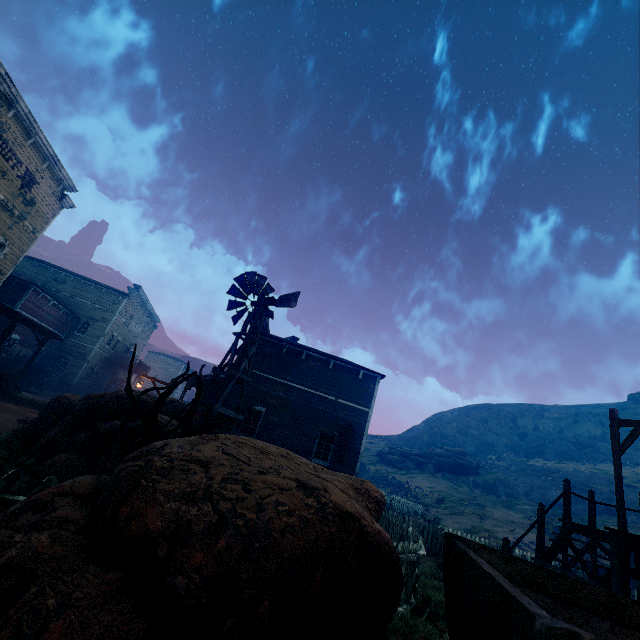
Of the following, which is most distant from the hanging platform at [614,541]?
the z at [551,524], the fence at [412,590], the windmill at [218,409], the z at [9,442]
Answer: the z at [551,524]

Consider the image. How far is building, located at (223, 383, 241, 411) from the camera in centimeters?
1680cm

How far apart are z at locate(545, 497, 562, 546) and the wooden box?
44.1 meters

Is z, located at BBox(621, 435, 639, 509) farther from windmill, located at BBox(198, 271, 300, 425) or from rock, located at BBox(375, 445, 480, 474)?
rock, located at BBox(375, 445, 480, 474)

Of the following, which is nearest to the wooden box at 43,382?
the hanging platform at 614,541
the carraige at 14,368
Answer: the carraige at 14,368

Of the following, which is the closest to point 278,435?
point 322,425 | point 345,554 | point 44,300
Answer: point 322,425

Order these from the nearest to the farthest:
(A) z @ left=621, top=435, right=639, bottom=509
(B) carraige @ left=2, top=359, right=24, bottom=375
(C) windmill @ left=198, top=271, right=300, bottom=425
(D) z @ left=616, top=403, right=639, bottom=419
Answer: (C) windmill @ left=198, top=271, right=300, bottom=425
(B) carraige @ left=2, top=359, right=24, bottom=375
(A) z @ left=621, top=435, right=639, bottom=509
(D) z @ left=616, top=403, right=639, bottom=419

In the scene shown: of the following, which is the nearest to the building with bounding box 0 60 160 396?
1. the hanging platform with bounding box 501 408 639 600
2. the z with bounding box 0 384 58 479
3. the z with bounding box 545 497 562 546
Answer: the z with bounding box 0 384 58 479
